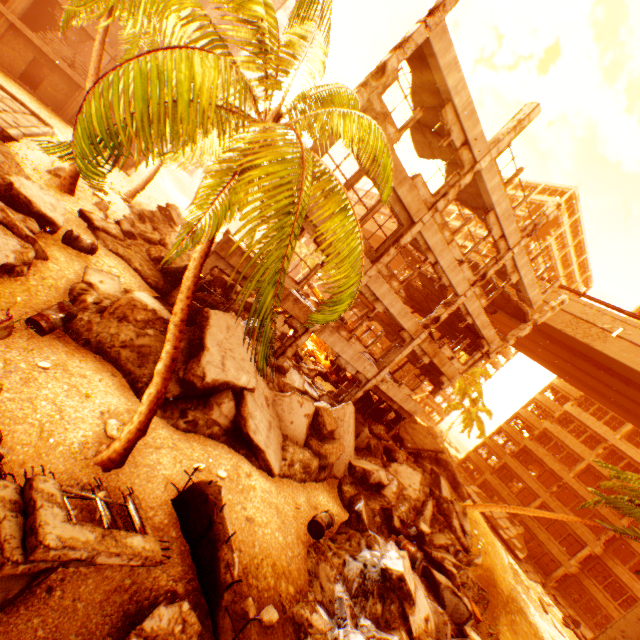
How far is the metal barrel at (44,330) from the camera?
7.6 meters

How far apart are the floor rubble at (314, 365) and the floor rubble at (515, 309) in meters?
11.4

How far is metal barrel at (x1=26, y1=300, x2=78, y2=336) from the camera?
7.60m

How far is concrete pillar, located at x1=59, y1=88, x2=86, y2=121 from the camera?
23.77m

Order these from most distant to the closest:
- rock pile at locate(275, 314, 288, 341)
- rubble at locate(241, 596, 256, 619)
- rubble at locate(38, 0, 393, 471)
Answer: rock pile at locate(275, 314, 288, 341) < rubble at locate(241, 596, 256, 619) < rubble at locate(38, 0, 393, 471)

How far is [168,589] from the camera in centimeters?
521cm

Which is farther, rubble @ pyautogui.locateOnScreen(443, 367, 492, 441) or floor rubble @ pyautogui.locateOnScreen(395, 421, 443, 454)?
rubble @ pyautogui.locateOnScreen(443, 367, 492, 441)

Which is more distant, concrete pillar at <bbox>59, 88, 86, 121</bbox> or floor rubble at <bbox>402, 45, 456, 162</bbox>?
concrete pillar at <bbox>59, 88, 86, 121</bbox>
